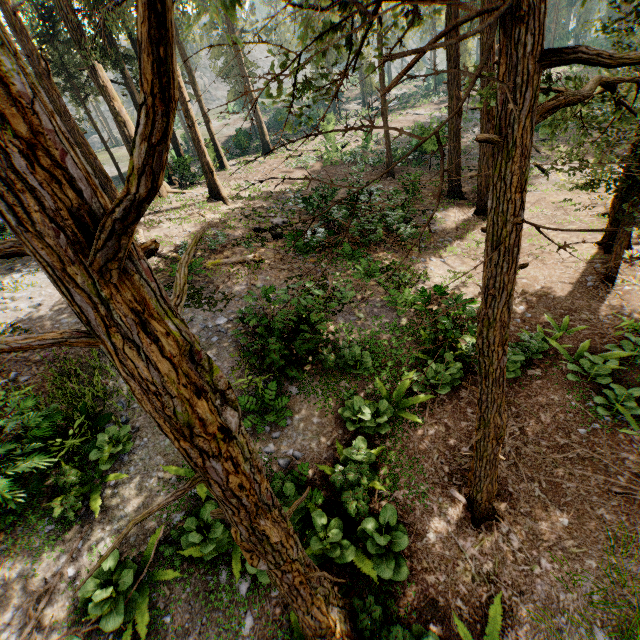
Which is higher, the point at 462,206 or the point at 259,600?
the point at 462,206
